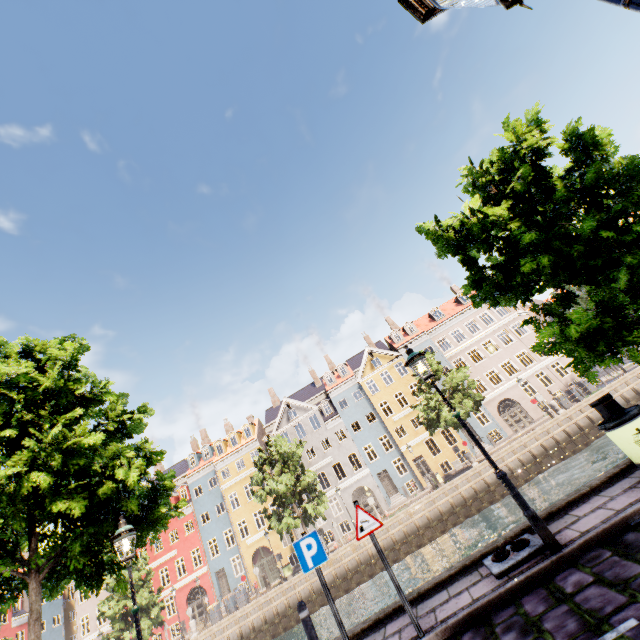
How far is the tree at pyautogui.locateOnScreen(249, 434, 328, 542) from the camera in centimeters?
2510cm

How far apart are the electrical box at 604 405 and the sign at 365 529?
5.1m

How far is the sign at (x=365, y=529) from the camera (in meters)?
5.41

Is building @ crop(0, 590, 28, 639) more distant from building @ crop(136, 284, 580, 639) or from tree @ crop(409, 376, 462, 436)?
building @ crop(136, 284, 580, 639)

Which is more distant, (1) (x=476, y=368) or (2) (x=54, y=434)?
(1) (x=476, y=368)

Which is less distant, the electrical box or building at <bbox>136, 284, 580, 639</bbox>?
the electrical box

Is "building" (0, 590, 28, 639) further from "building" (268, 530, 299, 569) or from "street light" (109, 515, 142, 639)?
"street light" (109, 515, 142, 639)

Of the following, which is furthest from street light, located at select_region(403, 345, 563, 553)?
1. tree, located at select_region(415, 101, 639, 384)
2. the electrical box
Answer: the electrical box
